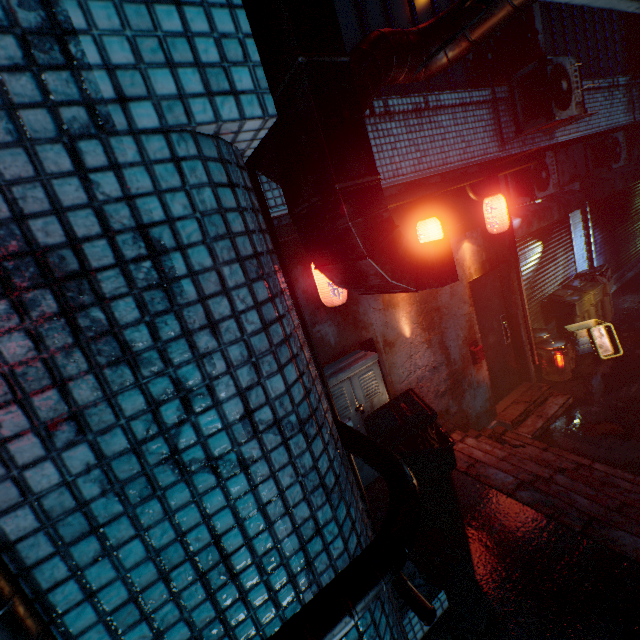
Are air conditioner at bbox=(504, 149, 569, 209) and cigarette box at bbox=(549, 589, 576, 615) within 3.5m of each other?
no

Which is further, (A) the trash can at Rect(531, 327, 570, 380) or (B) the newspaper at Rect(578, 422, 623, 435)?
(A) the trash can at Rect(531, 327, 570, 380)

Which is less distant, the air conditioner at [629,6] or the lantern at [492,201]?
the air conditioner at [629,6]

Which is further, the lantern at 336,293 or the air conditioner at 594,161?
the air conditioner at 594,161

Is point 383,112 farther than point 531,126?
No

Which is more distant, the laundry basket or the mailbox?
the laundry basket

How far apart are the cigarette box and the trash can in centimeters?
425cm

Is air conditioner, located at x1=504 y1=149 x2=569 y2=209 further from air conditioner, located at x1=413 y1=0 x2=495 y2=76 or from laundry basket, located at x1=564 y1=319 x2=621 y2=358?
air conditioner, located at x1=413 y1=0 x2=495 y2=76
